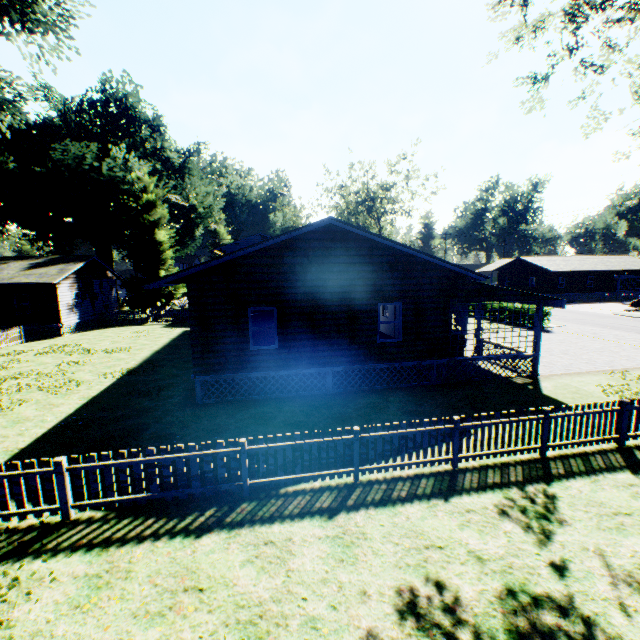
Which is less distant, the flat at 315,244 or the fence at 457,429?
the fence at 457,429

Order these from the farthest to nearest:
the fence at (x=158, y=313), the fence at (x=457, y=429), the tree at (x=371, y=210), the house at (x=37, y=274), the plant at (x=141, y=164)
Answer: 1. the tree at (x=371, y=210)
2. the plant at (x=141, y=164)
3. the fence at (x=158, y=313)
4. the house at (x=37, y=274)
5. the fence at (x=457, y=429)

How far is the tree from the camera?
47.19m

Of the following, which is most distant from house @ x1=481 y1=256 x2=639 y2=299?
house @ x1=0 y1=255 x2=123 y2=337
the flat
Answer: house @ x1=0 y1=255 x2=123 y2=337

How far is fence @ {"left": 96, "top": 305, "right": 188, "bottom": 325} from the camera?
31.3 meters

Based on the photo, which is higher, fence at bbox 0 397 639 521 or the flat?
the flat

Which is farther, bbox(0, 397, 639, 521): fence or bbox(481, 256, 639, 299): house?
bbox(481, 256, 639, 299): house

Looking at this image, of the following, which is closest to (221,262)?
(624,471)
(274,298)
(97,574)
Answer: (274,298)
